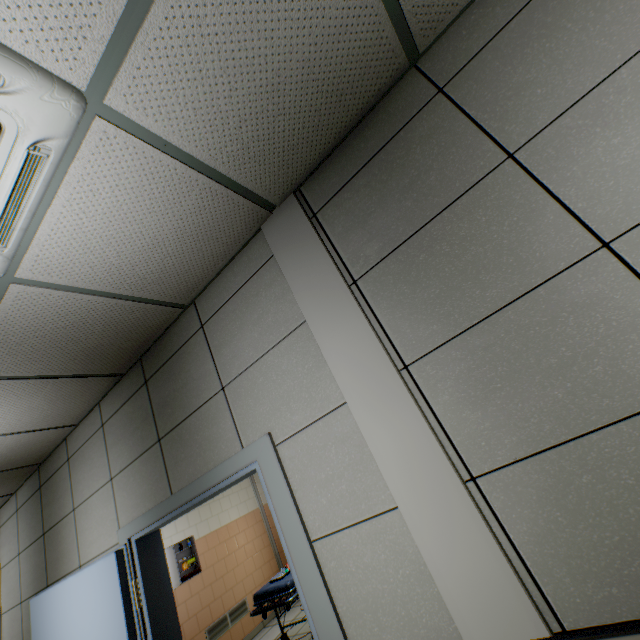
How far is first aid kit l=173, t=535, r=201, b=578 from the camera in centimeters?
548cm

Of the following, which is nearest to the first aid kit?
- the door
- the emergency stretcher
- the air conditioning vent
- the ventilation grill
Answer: the ventilation grill

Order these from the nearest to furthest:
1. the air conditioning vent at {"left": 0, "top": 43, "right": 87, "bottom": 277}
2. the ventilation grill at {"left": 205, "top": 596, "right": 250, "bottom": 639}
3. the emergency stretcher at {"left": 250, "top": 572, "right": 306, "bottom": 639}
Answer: the air conditioning vent at {"left": 0, "top": 43, "right": 87, "bottom": 277} < the emergency stretcher at {"left": 250, "top": 572, "right": 306, "bottom": 639} < the ventilation grill at {"left": 205, "top": 596, "right": 250, "bottom": 639}

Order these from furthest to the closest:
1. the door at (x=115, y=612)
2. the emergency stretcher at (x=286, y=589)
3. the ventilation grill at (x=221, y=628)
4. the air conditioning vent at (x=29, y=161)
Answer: the ventilation grill at (x=221, y=628) < the emergency stretcher at (x=286, y=589) < the door at (x=115, y=612) < the air conditioning vent at (x=29, y=161)

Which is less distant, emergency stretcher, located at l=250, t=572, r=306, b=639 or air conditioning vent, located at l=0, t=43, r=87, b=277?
air conditioning vent, located at l=0, t=43, r=87, b=277

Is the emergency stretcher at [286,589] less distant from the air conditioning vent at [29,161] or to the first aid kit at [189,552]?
the first aid kit at [189,552]

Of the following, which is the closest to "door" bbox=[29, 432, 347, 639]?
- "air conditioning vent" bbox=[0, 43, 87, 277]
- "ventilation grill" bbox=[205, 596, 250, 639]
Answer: "air conditioning vent" bbox=[0, 43, 87, 277]

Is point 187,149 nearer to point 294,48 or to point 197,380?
point 294,48
